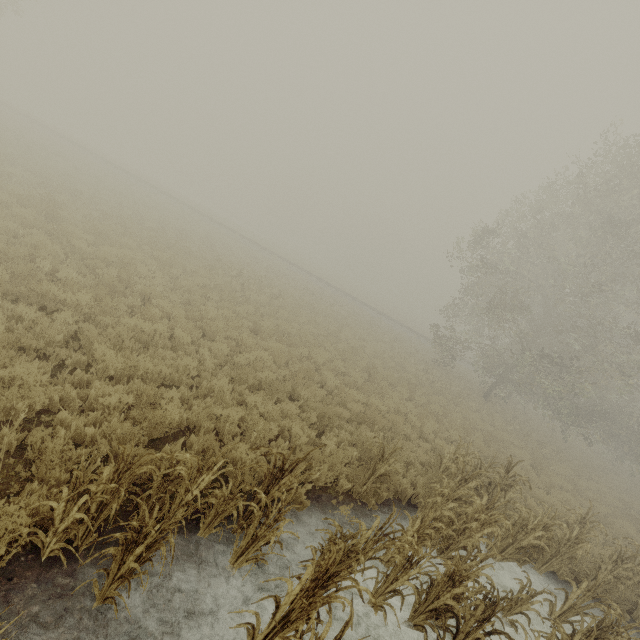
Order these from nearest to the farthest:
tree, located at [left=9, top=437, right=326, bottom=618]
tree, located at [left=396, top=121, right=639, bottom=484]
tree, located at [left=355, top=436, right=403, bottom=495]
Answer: tree, located at [left=9, top=437, right=326, bottom=618], tree, located at [left=355, top=436, right=403, bottom=495], tree, located at [left=396, top=121, right=639, bottom=484]

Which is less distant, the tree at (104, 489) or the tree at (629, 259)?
the tree at (104, 489)

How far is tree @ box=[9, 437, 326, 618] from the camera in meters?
3.2

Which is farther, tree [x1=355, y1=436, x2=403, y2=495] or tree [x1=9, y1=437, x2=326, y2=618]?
tree [x1=355, y1=436, x2=403, y2=495]

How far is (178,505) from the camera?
4.25m
